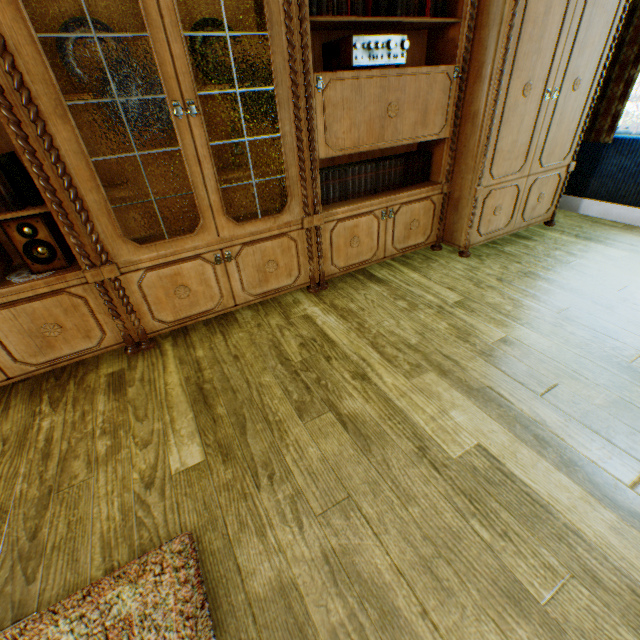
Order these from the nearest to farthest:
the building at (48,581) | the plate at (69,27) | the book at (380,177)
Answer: the building at (48,581) → the plate at (69,27) → the book at (380,177)

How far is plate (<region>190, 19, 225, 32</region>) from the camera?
1.8 meters

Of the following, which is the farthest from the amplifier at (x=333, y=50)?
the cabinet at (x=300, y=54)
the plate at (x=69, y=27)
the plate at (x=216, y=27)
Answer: the plate at (x=69, y=27)

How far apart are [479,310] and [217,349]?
1.8 meters

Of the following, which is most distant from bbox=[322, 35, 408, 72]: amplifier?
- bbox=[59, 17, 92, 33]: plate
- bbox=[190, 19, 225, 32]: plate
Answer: bbox=[59, 17, 92, 33]: plate

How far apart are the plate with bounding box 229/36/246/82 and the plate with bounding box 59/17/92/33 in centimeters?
44cm

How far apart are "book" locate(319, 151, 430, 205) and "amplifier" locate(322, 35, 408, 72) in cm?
63

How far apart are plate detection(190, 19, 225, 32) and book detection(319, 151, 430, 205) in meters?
0.8
